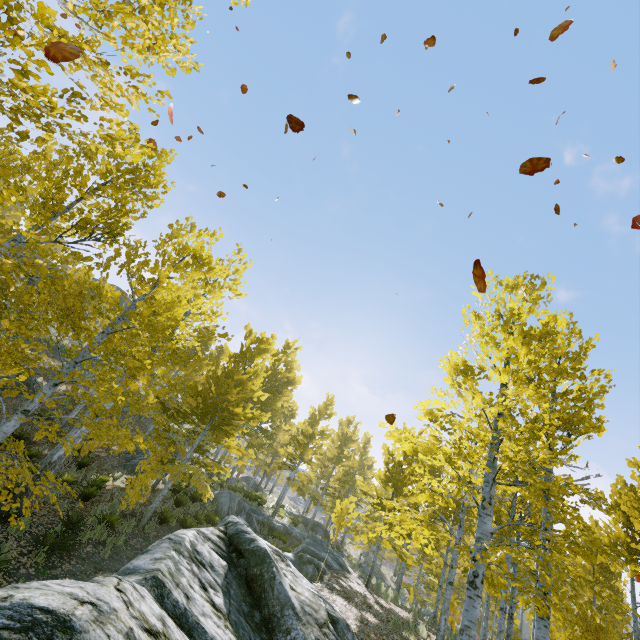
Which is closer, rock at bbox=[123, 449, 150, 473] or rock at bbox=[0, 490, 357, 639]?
rock at bbox=[0, 490, 357, 639]

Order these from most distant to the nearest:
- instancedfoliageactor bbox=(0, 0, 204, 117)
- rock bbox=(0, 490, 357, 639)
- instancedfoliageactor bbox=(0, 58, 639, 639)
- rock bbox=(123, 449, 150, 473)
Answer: rock bbox=(123, 449, 150, 473)
instancedfoliageactor bbox=(0, 58, 639, 639)
instancedfoliageactor bbox=(0, 0, 204, 117)
rock bbox=(0, 490, 357, 639)

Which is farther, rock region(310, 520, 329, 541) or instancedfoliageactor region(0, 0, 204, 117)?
rock region(310, 520, 329, 541)

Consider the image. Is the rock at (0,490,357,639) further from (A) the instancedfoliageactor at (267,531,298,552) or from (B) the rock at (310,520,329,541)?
(B) the rock at (310,520,329,541)

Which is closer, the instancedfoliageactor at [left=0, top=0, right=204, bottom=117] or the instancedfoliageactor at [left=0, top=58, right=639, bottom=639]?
the instancedfoliageactor at [left=0, top=0, right=204, bottom=117]

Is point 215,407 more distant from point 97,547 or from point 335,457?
point 335,457

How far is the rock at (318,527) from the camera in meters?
32.4 m

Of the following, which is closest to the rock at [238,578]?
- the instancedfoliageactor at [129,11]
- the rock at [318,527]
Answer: the instancedfoliageactor at [129,11]
